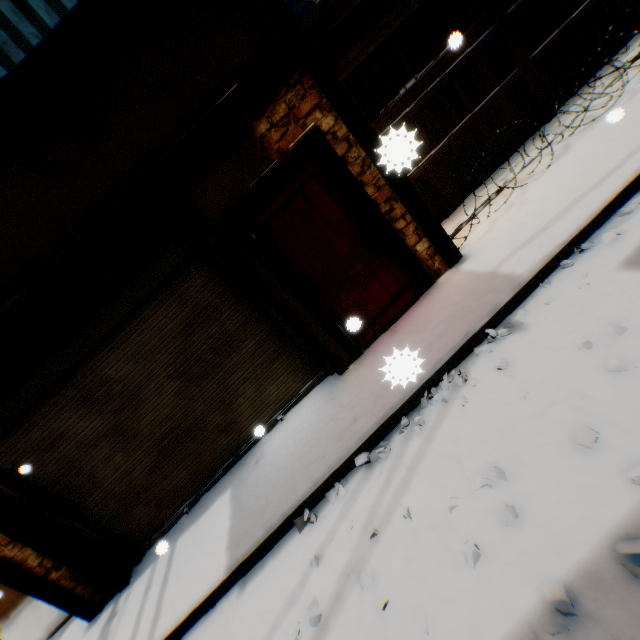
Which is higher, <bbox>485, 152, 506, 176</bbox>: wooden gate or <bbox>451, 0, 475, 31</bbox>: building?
<bbox>451, 0, 475, 31</bbox>: building

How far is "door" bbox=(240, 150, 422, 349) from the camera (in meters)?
3.85

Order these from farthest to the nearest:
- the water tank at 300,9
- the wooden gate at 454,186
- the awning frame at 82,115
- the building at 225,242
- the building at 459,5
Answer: the building at 459,5
the water tank at 300,9
the wooden gate at 454,186
the building at 225,242
the awning frame at 82,115

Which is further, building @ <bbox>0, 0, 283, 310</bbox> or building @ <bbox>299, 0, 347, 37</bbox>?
building @ <bbox>299, 0, 347, 37</bbox>

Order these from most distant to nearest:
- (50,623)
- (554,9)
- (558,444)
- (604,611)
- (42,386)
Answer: (554,9) → (50,623) → (42,386) → (558,444) → (604,611)

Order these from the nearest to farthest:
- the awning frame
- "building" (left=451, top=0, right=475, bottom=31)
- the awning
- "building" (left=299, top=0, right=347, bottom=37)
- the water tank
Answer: the awning
the awning frame
"building" (left=299, top=0, right=347, bottom=37)
the water tank
"building" (left=451, top=0, right=475, bottom=31)

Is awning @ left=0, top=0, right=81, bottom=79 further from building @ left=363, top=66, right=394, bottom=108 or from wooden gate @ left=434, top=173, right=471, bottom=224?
wooden gate @ left=434, top=173, right=471, bottom=224

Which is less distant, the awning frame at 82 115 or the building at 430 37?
the awning frame at 82 115
